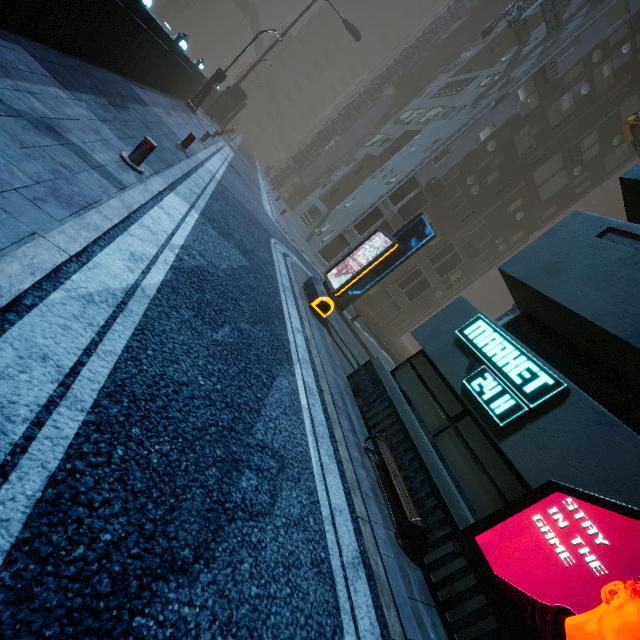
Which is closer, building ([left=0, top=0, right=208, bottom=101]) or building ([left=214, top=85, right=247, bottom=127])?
building ([left=0, top=0, right=208, bottom=101])

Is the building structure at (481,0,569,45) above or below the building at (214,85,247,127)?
above

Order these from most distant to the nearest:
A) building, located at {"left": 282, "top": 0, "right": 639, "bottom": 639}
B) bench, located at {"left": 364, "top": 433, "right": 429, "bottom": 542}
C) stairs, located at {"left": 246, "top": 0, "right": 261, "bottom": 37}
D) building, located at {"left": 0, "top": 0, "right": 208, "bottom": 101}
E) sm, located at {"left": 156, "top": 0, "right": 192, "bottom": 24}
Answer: stairs, located at {"left": 246, "top": 0, "right": 261, "bottom": 37} → sm, located at {"left": 156, "top": 0, "right": 192, "bottom": 24} → building, located at {"left": 0, "top": 0, "right": 208, "bottom": 101} → bench, located at {"left": 364, "top": 433, "right": 429, "bottom": 542} → building, located at {"left": 282, "top": 0, "right": 639, "bottom": 639}

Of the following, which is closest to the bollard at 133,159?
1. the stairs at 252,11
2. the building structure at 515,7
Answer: the building structure at 515,7

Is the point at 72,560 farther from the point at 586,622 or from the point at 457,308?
the point at 457,308

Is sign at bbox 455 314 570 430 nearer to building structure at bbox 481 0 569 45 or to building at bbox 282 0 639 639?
building at bbox 282 0 639 639

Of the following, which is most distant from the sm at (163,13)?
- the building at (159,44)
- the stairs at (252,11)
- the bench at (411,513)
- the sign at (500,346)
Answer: the bench at (411,513)

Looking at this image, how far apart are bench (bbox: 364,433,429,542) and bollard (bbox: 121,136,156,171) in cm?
669
